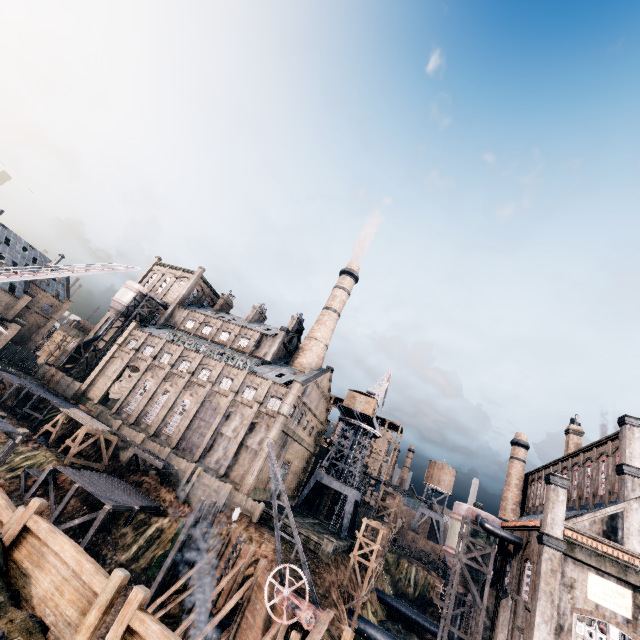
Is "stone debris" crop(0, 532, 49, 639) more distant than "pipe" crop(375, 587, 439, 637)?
No

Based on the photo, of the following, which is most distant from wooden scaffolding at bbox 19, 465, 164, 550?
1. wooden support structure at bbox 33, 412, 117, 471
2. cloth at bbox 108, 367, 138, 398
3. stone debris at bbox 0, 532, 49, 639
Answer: stone debris at bbox 0, 532, 49, 639

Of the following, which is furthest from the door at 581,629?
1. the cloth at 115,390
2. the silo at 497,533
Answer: the cloth at 115,390

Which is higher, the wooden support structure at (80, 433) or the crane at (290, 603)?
the crane at (290, 603)

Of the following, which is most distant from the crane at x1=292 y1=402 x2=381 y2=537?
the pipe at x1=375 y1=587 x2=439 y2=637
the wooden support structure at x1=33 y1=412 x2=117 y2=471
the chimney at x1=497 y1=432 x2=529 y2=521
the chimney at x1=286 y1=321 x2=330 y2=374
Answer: the wooden support structure at x1=33 y1=412 x2=117 y2=471

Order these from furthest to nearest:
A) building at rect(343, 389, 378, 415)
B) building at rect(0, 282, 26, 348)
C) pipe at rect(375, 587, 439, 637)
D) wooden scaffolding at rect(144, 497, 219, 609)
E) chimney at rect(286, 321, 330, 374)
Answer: building at rect(0, 282, 26, 348) → chimney at rect(286, 321, 330, 374) → building at rect(343, 389, 378, 415) → pipe at rect(375, 587, 439, 637) → wooden scaffolding at rect(144, 497, 219, 609)

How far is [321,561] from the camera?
33.2m

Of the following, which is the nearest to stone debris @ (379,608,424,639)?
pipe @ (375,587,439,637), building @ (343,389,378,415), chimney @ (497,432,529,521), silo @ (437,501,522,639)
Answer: silo @ (437,501,522,639)
